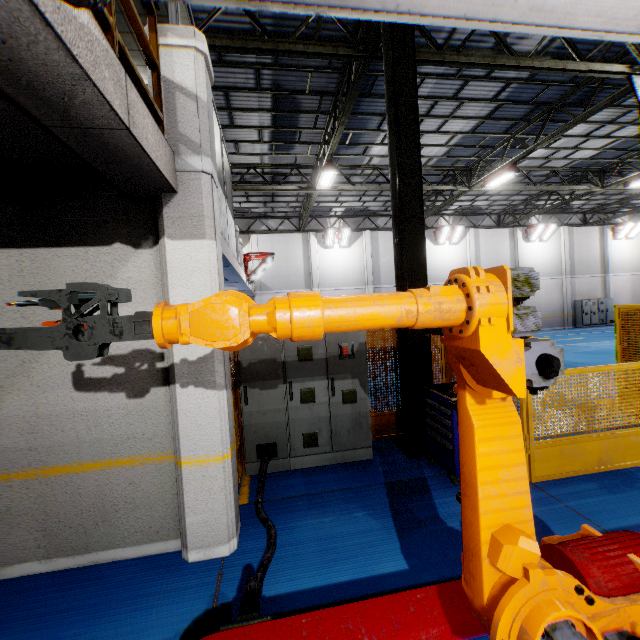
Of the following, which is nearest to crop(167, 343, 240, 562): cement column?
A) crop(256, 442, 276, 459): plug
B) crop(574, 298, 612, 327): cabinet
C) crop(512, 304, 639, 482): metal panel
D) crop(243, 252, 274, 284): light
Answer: crop(512, 304, 639, 482): metal panel

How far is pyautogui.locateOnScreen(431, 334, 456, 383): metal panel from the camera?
6.2m

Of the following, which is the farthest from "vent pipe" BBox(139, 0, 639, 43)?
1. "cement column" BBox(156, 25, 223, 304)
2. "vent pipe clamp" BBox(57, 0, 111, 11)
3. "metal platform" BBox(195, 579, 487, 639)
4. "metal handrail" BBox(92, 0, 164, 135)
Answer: "cement column" BBox(156, 25, 223, 304)

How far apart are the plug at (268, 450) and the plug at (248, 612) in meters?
2.4

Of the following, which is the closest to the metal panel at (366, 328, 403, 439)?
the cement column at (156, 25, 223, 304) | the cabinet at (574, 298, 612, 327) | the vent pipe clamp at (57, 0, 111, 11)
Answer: the cement column at (156, 25, 223, 304)

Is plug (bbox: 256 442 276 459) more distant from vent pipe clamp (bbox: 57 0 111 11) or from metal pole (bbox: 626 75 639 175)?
metal pole (bbox: 626 75 639 175)

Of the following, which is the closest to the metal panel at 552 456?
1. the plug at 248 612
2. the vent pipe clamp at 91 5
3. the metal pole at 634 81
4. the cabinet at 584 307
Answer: the metal pole at 634 81

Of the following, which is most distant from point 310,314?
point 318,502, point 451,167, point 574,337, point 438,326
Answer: point 574,337
